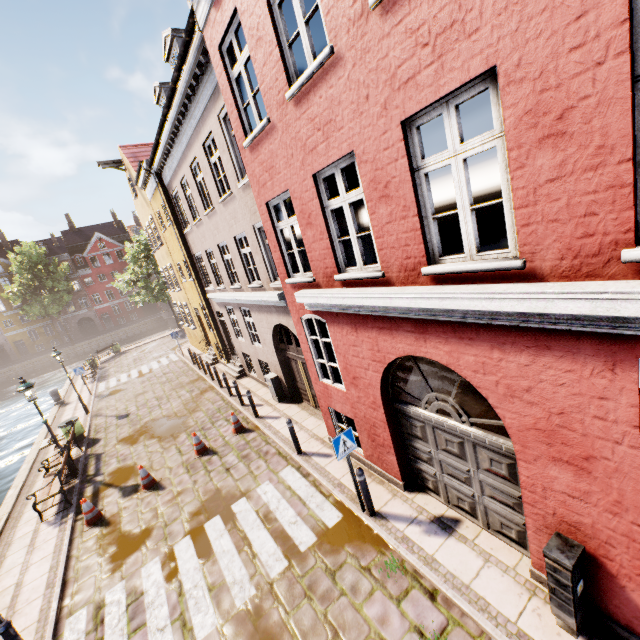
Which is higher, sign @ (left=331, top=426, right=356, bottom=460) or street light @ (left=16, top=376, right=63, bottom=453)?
street light @ (left=16, top=376, right=63, bottom=453)

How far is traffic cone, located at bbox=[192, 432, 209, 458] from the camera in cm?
1044

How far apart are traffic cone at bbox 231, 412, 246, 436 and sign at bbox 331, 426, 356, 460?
5.9m

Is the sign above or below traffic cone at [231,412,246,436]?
above

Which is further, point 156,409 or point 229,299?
point 156,409

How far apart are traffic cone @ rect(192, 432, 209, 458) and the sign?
6.10m

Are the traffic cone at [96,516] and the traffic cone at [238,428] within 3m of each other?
no

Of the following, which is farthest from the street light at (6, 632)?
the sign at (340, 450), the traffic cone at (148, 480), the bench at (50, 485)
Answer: the sign at (340, 450)
